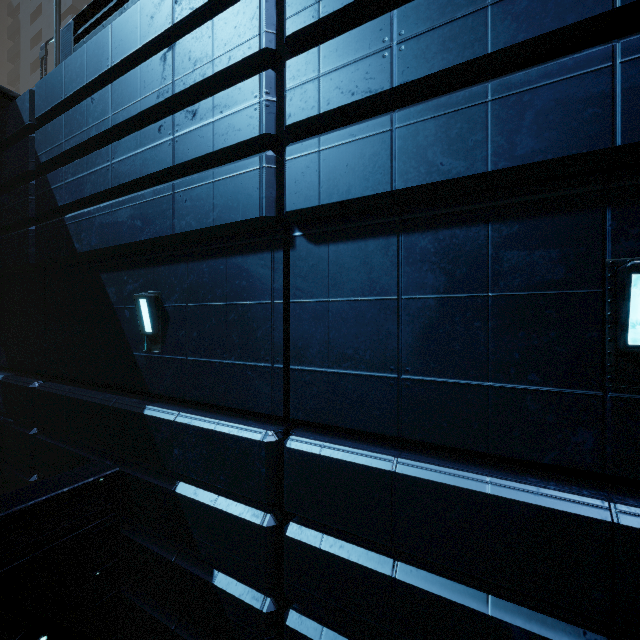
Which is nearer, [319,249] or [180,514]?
[319,249]
